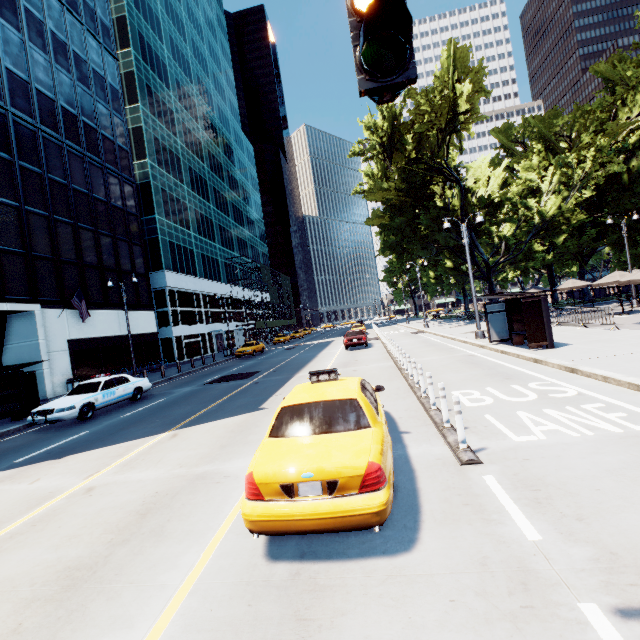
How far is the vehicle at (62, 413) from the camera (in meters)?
12.26

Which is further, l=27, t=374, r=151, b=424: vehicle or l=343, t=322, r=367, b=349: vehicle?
l=343, t=322, r=367, b=349: vehicle

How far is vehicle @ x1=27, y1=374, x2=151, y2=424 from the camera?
12.26m

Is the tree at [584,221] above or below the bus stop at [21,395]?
above

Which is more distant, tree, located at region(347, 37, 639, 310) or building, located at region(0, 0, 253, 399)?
tree, located at region(347, 37, 639, 310)

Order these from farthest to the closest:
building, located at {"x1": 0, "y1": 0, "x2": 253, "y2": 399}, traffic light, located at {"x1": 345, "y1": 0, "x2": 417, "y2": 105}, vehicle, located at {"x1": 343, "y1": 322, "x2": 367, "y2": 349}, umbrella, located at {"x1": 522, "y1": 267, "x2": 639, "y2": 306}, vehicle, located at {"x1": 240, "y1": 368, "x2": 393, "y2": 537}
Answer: vehicle, located at {"x1": 343, "y1": 322, "x2": 367, "y2": 349} → building, located at {"x1": 0, "y1": 0, "x2": 253, "y2": 399} → umbrella, located at {"x1": 522, "y1": 267, "x2": 639, "y2": 306} → vehicle, located at {"x1": 240, "y1": 368, "x2": 393, "y2": 537} → traffic light, located at {"x1": 345, "y1": 0, "x2": 417, "y2": 105}

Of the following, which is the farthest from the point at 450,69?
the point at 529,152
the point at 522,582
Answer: the point at 522,582

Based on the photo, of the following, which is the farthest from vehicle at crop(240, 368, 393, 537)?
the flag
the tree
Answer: the flag
